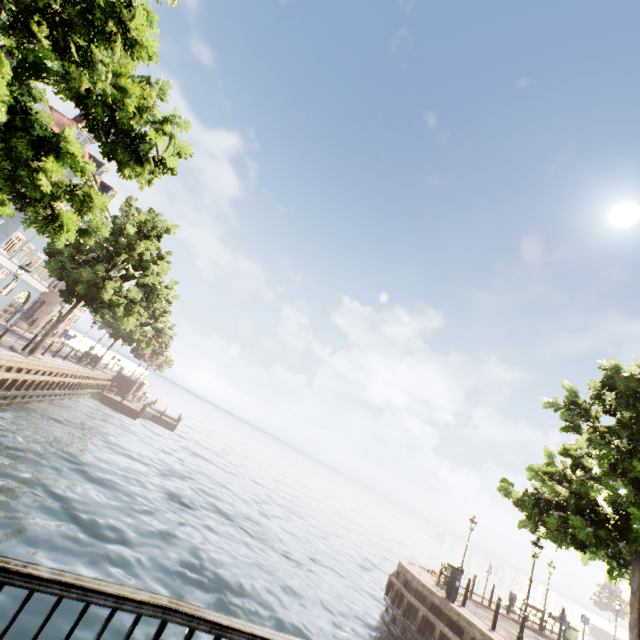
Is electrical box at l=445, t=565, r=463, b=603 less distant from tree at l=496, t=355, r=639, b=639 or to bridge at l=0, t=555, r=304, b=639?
tree at l=496, t=355, r=639, b=639

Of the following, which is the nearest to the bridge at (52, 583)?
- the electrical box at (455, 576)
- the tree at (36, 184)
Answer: the tree at (36, 184)

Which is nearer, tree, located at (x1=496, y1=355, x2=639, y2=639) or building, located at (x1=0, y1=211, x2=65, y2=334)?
tree, located at (x1=496, y1=355, x2=639, y2=639)

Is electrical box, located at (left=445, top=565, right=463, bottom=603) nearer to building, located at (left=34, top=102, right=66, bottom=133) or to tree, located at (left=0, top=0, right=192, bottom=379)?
tree, located at (left=0, top=0, right=192, bottom=379)

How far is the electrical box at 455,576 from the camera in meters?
13.2 m

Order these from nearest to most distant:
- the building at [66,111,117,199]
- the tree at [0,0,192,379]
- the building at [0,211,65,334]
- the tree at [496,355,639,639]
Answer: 1. the tree at [0,0,192,379]
2. the tree at [496,355,639,639]
3. the building at [0,211,65,334]
4. the building at [66,111,117,199]

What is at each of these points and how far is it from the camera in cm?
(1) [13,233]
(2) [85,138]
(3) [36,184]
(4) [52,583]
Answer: (1) building, 2414
(2) building, 2686
(3) tree, 734
(4) bridge, 171

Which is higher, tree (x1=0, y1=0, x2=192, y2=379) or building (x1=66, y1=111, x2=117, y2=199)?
building (x1=66, y1=111, x2=117, y2=199)
